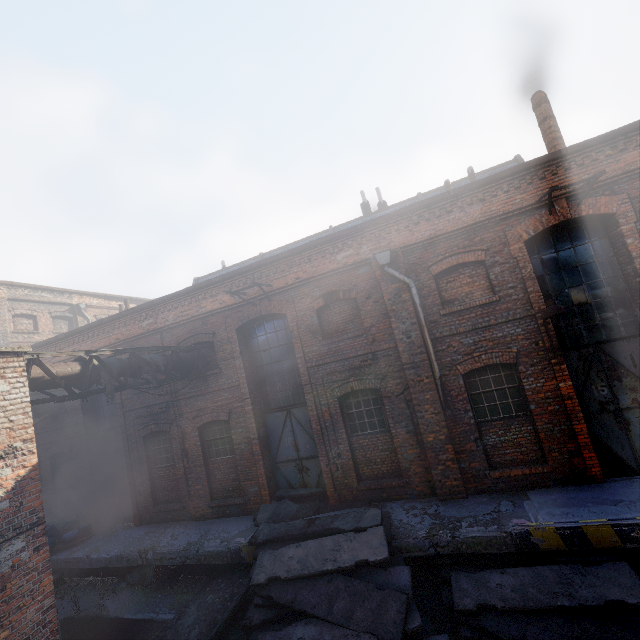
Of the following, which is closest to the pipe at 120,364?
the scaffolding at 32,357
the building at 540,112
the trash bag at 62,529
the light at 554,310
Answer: the scaffolding at 32,357

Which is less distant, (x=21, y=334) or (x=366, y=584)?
(x=366, y=584)

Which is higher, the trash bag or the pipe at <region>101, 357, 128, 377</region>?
the pipe at <region>101, 357, 128, 377</region>

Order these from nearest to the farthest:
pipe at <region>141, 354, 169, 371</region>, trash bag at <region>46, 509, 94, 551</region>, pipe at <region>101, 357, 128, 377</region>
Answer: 1. pipe at <region>101, 357, 128, 377</region>
2. pipe at <region>141, 354, 169, 371</region>
3. trash bag at <region>46, 509, 94, 551</region>

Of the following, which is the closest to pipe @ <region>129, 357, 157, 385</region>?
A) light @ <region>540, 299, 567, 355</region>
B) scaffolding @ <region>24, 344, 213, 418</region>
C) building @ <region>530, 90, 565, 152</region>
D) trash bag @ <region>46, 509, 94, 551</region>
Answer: scaffolding @ <region>24, 344, 213, 418</region>

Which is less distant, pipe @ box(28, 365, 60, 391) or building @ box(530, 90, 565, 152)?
pipe @ box(28, 365, 60, 391)

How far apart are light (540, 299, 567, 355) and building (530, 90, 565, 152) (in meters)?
5.91

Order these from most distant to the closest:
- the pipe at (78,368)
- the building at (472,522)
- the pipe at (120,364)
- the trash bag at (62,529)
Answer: the trash bag at (62,529) → the pipe at (120,364) → the pipe at (78,368) → the building at (472,522)
